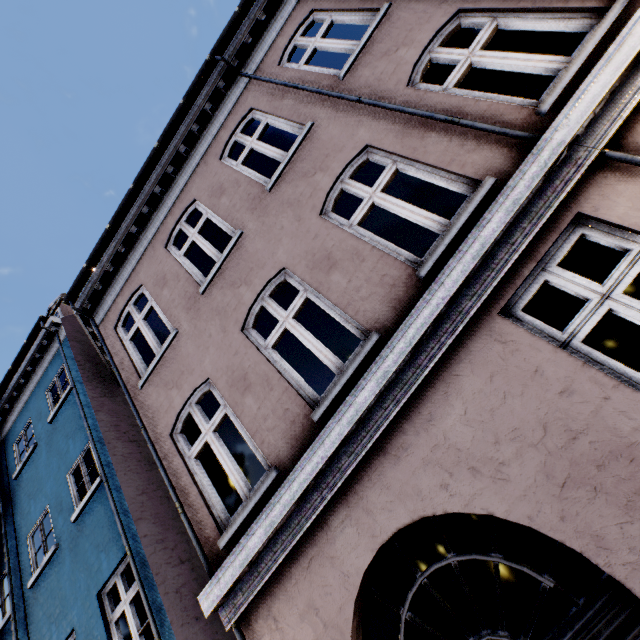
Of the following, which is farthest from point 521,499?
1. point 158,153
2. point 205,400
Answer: point 205,400
